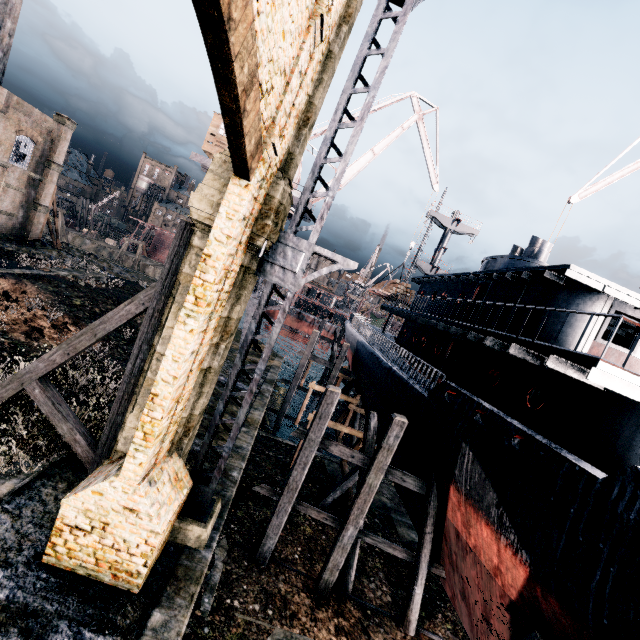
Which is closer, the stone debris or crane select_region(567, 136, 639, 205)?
crane select_region(567, 136, 639, 205)

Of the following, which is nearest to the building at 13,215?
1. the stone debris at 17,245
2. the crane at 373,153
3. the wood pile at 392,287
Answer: the stone debris at 17,245

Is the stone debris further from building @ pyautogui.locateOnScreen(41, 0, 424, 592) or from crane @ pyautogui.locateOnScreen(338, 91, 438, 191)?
building @ pyautogui.locateOnScreen(41, 0, 424, 592)

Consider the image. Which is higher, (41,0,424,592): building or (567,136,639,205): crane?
(567,136,639,205): crane

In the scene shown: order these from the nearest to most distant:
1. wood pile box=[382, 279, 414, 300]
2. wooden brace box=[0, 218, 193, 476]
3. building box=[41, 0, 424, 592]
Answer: building box=[41, 0, 424, 592] < wooden brace box=[0, 218, 193, 476] < wood pile box=[382, 279, 414, 300]

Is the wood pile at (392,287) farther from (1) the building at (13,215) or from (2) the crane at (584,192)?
(1) the building at (13,215)

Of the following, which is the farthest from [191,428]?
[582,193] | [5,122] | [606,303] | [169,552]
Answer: [5,122]
